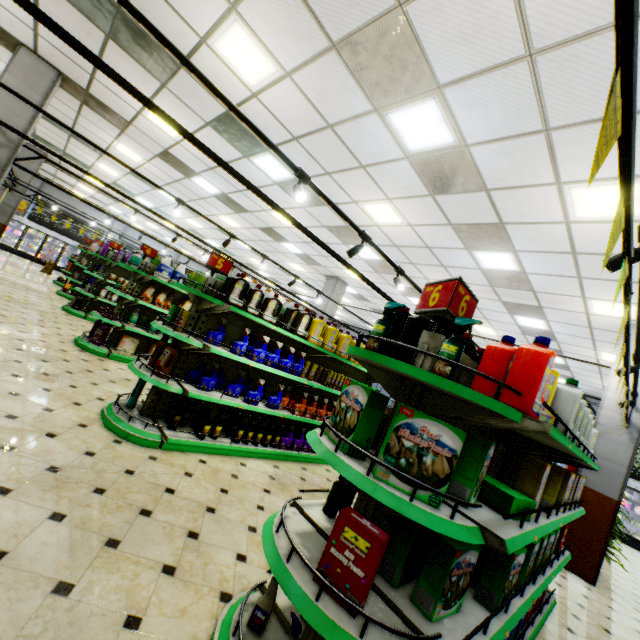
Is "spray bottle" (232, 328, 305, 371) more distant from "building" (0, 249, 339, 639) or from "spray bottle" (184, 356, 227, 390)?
"building" (0, 249, 339, 639)

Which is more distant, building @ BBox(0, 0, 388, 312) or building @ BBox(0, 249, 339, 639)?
building @ BBox(0, 0, 388, 312)

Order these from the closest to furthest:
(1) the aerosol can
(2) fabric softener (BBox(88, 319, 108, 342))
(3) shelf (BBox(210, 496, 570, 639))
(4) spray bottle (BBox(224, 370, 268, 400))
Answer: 1. (3) shelf (BBox(210, 496, 570, 639))
2. (4) spray bottle (BBox(224, 370, 268, 400))
3. (1) the aerosol can
4. (2) fabric softener (BBox(88, 319, 108, 342))

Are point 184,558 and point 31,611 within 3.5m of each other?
yes

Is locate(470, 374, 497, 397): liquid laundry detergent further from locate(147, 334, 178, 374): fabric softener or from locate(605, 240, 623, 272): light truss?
locate(147, 334, 178, 374): fabric softener

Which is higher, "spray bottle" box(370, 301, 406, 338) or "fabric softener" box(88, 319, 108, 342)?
"spray bottle" box(370, 301, 406, 338)

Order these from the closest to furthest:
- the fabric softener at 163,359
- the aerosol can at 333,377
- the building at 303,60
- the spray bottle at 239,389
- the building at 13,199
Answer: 1. the building at 303,60
2. the fabric softener at 163,359
3. the spray bottle at 239,389
4. the aerosol can at 333,377
5. the building at 13,199

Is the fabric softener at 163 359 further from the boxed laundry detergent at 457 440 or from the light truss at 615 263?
the light truss at 615 263
